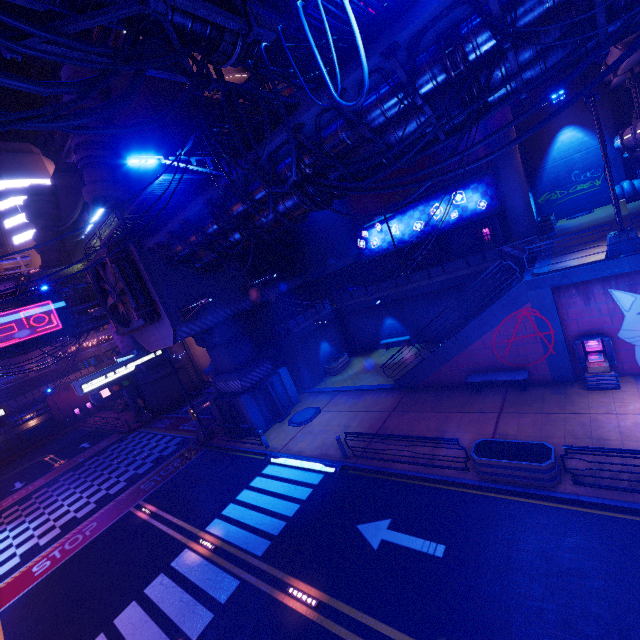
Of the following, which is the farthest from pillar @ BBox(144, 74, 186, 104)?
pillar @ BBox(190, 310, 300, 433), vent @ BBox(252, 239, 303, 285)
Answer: pillar @ BBox(190, 310, 300, 433)

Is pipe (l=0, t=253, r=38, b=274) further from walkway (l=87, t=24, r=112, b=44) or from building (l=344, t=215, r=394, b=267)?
walkway (l=87, t=24, r=112, b=44)

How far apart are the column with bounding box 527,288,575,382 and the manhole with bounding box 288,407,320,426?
11.70m

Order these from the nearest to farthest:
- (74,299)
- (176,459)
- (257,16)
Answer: (257,16), (176,459), (74,299)

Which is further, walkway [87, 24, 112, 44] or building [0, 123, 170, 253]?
walkway [87, 24, 112, 44]

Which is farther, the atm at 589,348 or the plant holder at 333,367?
the plant holder at 333,367

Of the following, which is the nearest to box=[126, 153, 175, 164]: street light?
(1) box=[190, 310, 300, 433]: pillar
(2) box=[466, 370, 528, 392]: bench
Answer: (1) box=[190, 310, 300, 433]: pillar

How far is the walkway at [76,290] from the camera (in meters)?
28.81
